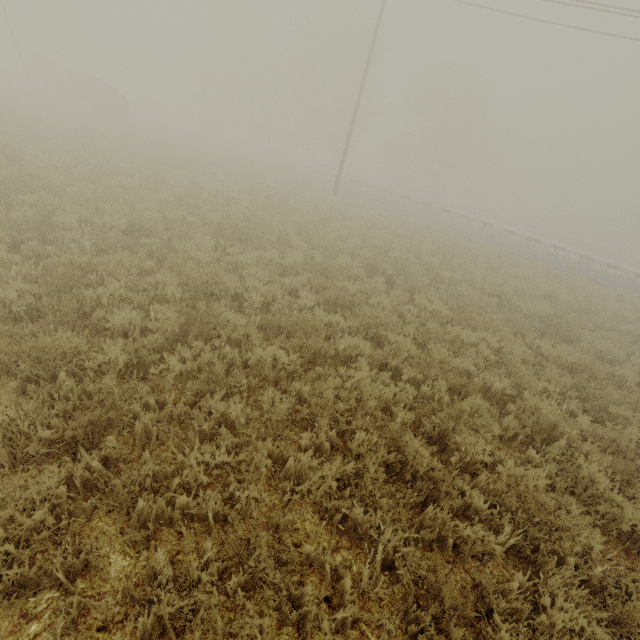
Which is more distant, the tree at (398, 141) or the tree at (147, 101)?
the tree at (147, 101)

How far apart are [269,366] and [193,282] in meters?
2.5 m

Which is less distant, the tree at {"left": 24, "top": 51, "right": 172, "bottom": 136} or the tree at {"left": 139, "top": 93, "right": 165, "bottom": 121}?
the tree at {"left": 24, "top": 51, "right": 172, "bottom": 136}

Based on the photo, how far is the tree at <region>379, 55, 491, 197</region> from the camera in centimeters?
4041cm

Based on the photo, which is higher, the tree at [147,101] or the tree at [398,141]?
the tree at [398,141]

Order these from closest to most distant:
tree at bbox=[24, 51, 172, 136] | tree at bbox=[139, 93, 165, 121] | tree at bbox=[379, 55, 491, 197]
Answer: tree at bbox=[24, 51, 172, 136] < tree at bbox=[379, 55, 491, 197] < tree at bbox=[139, 93, 165, 121]

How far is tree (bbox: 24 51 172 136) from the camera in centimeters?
2667cm
